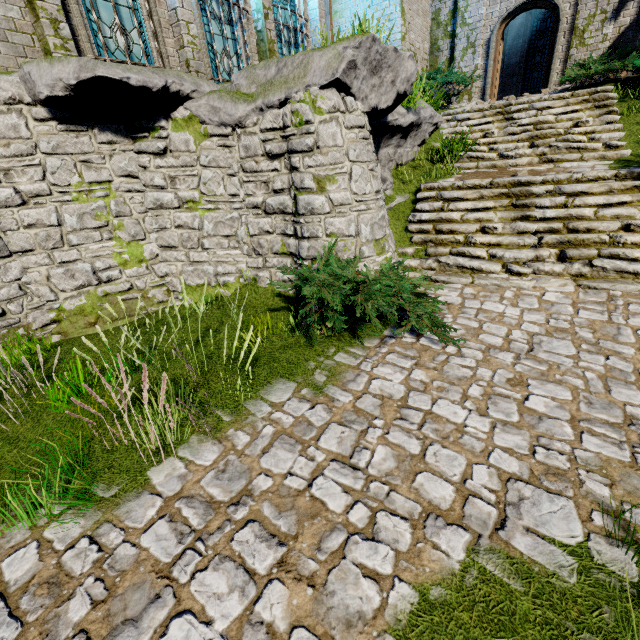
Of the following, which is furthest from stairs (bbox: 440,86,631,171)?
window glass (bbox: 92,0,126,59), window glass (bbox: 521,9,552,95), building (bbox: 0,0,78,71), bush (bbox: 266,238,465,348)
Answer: window glass (bbox: 521,9,552,95)

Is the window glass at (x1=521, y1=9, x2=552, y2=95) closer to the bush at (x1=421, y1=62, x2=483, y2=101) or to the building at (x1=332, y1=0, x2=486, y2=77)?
the building at (x1=332, y1=0, x2=486, y2=77)

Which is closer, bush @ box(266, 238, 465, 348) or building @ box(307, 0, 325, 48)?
bush @ box(266, 238, 465, 348)

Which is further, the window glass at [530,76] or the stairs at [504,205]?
the window glass at [530,76]

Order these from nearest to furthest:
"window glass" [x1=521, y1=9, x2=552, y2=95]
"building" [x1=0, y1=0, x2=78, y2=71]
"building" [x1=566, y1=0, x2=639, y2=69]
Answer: "building" [x1=0, y1=0, x2=78, y2=71] < "building" [x1=566, y1=0, x2=639, y2=69] < "window glass" [x1=521, y1=9, x2=552, y2=95]

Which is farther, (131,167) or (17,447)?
(131,167)

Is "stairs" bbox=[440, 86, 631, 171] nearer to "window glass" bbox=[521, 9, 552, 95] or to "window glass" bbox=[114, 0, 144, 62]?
"window glass" bbox=[114, 0, 144, 62]

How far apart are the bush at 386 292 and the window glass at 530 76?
17.6 meters
